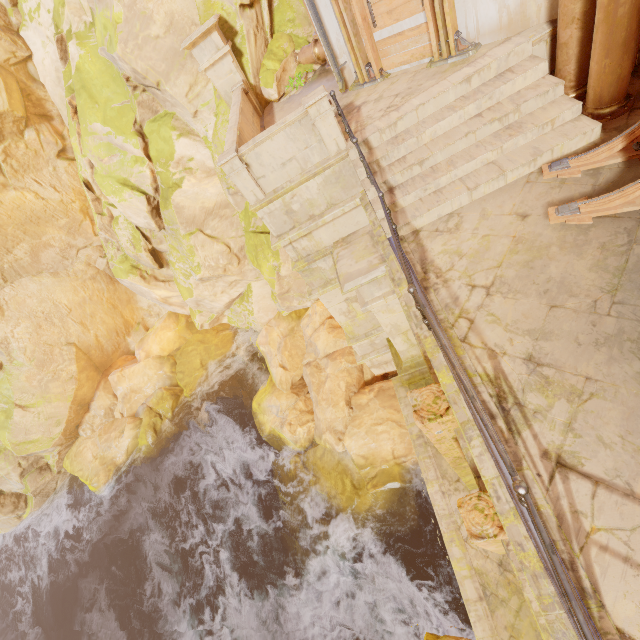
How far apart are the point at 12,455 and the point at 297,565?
17.21m

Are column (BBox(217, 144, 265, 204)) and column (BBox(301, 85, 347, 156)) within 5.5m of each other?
yes

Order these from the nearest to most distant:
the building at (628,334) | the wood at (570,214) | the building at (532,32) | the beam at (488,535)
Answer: the building at (628,334)
the beam at (488,535)
the wood at (570,214)
the building at (532,32)

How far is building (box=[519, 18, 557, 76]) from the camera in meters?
5.6 m

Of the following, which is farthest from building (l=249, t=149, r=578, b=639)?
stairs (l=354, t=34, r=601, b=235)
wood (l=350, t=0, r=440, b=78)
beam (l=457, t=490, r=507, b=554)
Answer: wood (l=350, t=0, r=440, b=78)

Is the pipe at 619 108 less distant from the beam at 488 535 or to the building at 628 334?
the building at 628 334

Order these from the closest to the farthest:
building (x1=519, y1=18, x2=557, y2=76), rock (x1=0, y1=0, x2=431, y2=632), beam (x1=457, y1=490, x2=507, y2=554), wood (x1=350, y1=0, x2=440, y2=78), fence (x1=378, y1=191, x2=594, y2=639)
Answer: fence (x1=378, y1=191, x2=594, y2=639) → beam (x1=457, y1=490, x2=507, y2=554) → building (x1=519, y1=18, x2=557, y2=76) → wood (x1=350, y1=0, x2=440, y2=78) → rock (x1=0, y1=0, x2=431, y2=632)

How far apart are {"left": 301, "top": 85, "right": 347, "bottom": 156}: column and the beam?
6.48m
